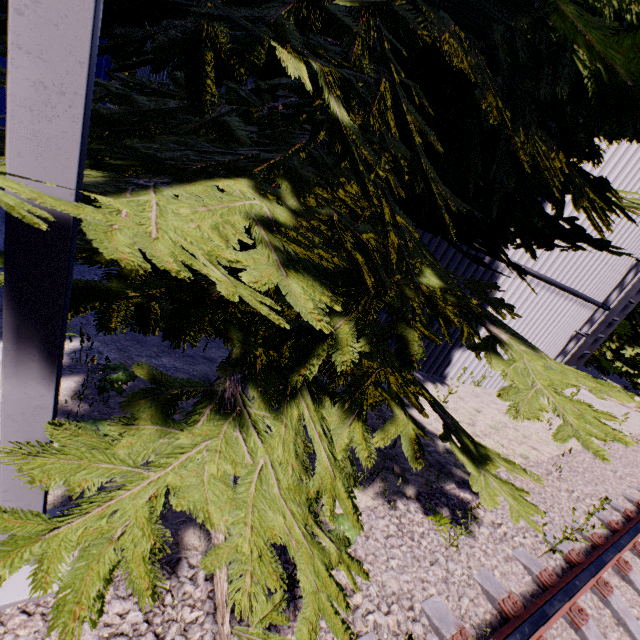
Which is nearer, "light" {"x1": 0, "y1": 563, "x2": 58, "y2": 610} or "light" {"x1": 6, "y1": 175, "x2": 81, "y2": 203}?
"light" {"x1": 6, "y1": 175, "x2": 81, "y2": 203}

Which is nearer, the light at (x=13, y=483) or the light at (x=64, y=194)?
the light at (x=64, y=194)

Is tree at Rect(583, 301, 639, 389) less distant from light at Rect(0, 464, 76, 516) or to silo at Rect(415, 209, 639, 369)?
silo at Rect(415, 209, 639, 369)

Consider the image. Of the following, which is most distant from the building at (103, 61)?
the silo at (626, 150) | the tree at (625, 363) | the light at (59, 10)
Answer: the tree at (625, 363)

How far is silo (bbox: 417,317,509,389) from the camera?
6.79m

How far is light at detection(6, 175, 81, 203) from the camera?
1.0m

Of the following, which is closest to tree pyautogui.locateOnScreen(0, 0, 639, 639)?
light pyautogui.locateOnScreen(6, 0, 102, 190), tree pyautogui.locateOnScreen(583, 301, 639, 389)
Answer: light pyautogui.locateOnScreen(6, 0, 102, 190)

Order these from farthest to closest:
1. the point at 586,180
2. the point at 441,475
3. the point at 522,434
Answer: the point at 522,434 < the point at 441,475 < the point at 586,180
